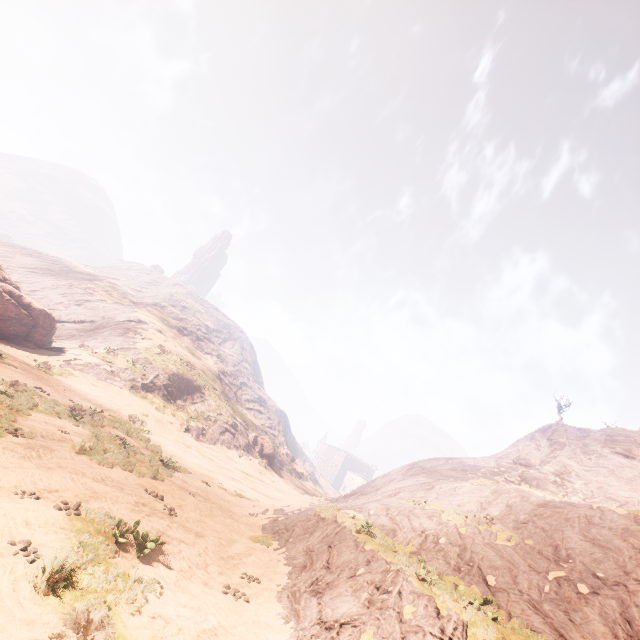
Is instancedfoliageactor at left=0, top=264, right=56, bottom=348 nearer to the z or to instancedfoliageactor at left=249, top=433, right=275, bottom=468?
the z

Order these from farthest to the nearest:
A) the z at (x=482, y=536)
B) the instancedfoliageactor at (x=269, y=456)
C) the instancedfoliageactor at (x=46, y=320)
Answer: the instancedfoliageactor at (x=269, y=456) < the instancedfoliageactor at (x=46, y=320) < the z at (x=482, y=536)

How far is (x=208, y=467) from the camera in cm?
2242

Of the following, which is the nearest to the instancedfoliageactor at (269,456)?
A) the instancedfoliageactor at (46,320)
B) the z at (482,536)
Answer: the z at (482,536)

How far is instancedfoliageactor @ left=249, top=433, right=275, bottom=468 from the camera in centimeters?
4206cm

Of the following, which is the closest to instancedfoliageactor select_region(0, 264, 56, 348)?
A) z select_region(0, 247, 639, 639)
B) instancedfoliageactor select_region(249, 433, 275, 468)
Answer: z select_region(0, 247, 639, 639)

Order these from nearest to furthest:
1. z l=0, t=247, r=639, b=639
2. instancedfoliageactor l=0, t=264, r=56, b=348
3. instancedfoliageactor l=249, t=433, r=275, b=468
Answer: z l=0, t=247, r=639, b=639 → instancedfoliageactor l=0, t=264, r=56, b=348 → instancedfoliageactor l=249, t=433, r=275, b=468
